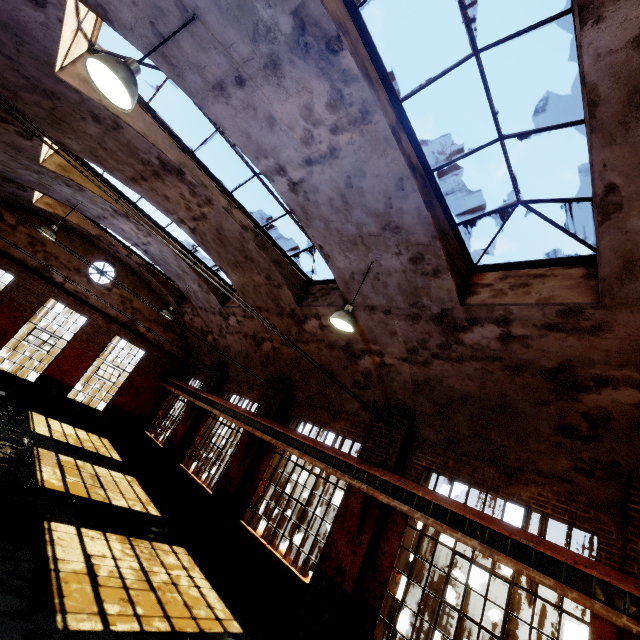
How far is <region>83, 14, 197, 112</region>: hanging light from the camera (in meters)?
3.36

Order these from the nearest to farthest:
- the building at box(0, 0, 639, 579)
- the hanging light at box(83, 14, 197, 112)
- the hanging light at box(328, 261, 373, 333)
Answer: the hanging light at box(83, 14, 197, 112) < the building at box(0, 0, 639, 579) < the hanging light at box(328, 261, 373, 333)

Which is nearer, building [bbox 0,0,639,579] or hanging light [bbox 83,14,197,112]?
hanging light [bbox 83,14,197,112]

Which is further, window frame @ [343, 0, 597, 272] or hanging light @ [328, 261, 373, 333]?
hanging light @ [328, 261, 373, 333]

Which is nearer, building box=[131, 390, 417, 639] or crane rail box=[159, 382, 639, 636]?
crane rail box=[159, 382, 639, 636]

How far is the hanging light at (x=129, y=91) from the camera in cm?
336

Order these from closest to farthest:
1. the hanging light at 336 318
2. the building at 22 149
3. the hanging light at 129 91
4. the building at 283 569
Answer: the hanging light at 129 91 → the building at 22 149 → the hanging light at 336 318 → the building at 283 569

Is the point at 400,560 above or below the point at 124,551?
above
